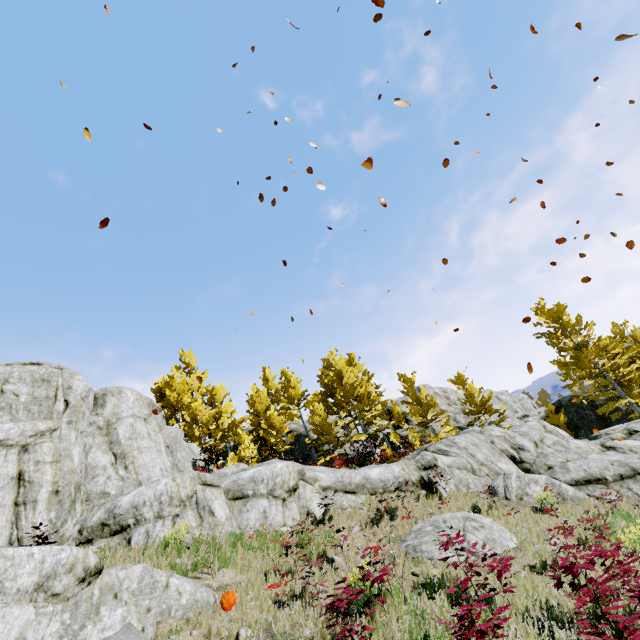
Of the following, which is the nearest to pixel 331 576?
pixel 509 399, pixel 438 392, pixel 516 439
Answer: pixel 516 439

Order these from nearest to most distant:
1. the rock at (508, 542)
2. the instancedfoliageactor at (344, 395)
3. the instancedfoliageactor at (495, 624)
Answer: the instancedfoliageactor at (495, 624), the rock at (508, 542), the instancedfoliageactor at (344, 395)

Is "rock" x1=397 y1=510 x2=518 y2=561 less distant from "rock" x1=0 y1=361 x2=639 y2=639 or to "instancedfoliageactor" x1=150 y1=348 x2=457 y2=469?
"rock" x1=0 y1=361 x2=639 y2=639

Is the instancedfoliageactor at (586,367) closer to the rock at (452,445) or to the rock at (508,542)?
the rock at (452,445)

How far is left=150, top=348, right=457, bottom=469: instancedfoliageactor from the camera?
22.0m

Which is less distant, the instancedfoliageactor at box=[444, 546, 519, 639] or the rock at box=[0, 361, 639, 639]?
the instancedfoliageactor at box=[444, 546, 519, 639]

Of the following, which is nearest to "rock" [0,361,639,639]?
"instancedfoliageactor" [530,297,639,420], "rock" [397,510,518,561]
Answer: "instancedfoliageactor" [530,297,639,420]
